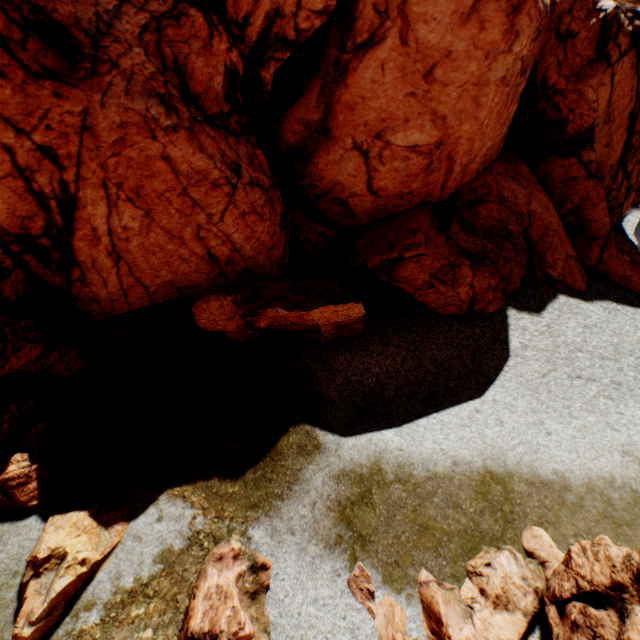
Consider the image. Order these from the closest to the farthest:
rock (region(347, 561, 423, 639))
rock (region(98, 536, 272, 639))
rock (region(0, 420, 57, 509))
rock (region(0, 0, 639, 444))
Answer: rock (region(98, 536, 272, 639)), rock (region(347, 561, 423, 639)), rock (region(0, 420, 57, 509)), rock (region(0, 0, 639, 444))

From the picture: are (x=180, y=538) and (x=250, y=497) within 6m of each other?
yes

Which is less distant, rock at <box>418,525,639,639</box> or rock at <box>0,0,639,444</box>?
rock at <box>418,525,639,639</box>

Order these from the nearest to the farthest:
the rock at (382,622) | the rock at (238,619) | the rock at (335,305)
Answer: the rock at (238,619)
the rock at (382,622)
the rock at (335,305)

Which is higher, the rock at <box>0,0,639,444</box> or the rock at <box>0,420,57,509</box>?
the rock at <box>0,0,639,444</box>

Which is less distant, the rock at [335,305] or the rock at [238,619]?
the rock at [238,619]
